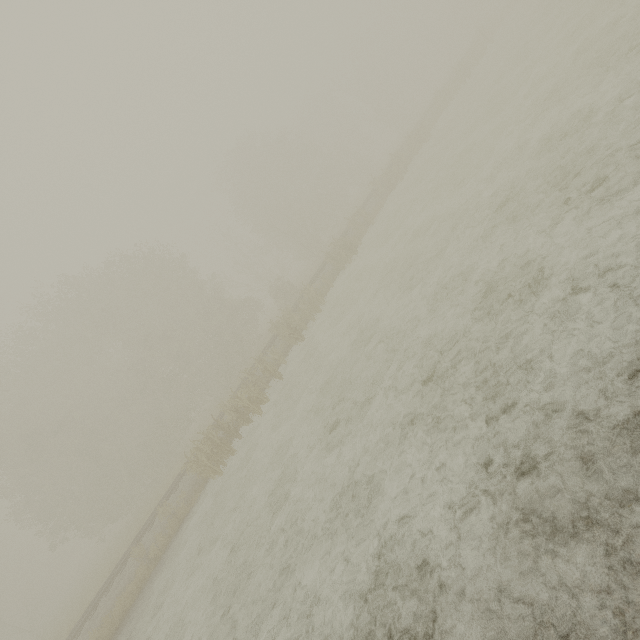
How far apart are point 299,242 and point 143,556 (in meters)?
34.04
